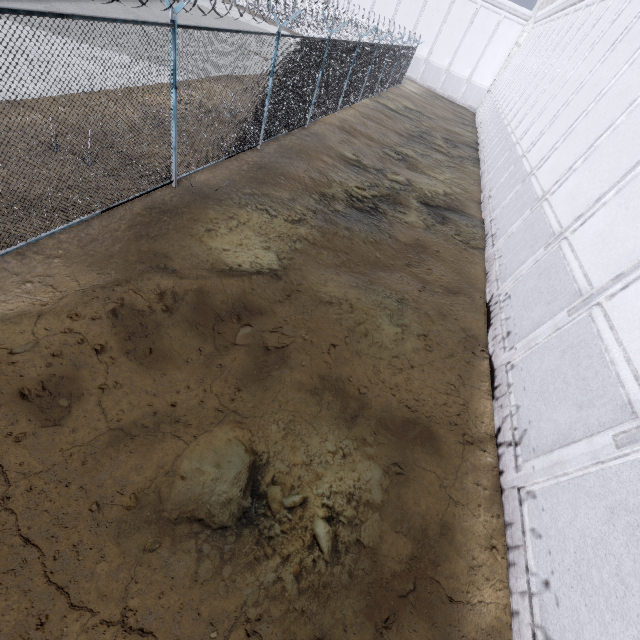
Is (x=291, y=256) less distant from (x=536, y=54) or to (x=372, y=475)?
(x=372, y=475)
